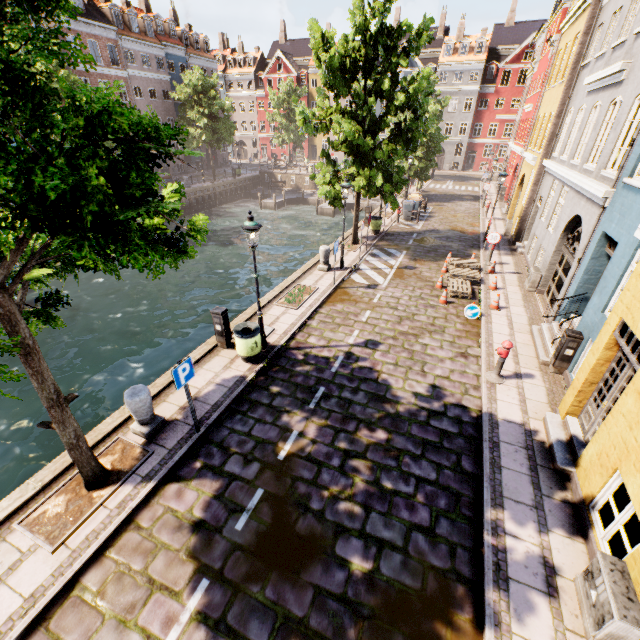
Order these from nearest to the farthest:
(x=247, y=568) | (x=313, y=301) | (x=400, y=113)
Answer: (x=247, y=568)
(x=313, y=301)
(x=400, y=113)

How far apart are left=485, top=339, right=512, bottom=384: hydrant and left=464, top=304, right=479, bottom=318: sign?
3.07m

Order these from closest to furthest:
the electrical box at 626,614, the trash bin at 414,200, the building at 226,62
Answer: the electrical box at 626,614
the trash bin at 414,200
the building at 226,62

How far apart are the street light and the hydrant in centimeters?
621cm

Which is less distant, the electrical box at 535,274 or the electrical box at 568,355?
the electrical box at 568,355

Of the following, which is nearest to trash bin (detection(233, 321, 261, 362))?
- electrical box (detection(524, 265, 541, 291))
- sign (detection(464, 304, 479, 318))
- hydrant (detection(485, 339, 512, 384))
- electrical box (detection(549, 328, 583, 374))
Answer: hydrant (detection(485, 339, 512, 384))

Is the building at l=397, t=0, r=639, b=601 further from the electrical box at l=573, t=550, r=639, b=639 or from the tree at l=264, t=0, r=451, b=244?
the electrical box at l=573, t=550, r=639, b=639

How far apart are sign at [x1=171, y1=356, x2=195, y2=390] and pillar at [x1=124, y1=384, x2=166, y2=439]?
1.0 meters
